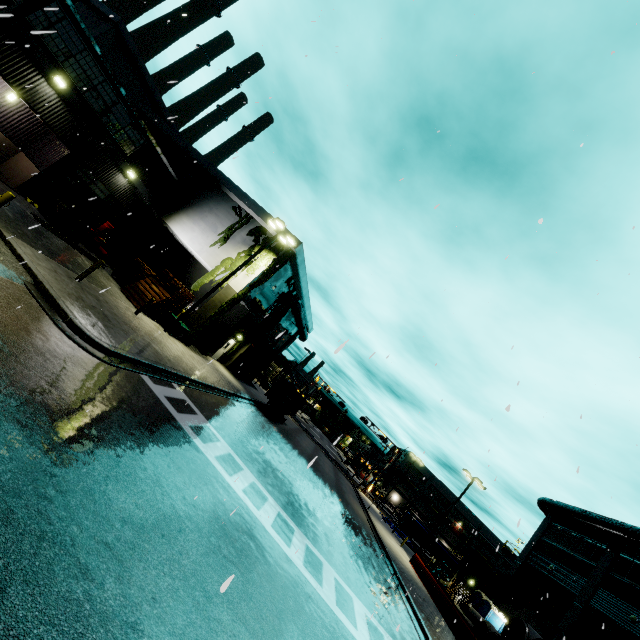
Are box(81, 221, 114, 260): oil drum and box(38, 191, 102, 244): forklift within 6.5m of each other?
yes

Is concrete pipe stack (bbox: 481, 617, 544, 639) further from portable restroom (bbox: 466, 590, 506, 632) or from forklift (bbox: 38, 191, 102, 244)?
portable restroom (bbox: 466, 590, 506, 632)

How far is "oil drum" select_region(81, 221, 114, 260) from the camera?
20.8m

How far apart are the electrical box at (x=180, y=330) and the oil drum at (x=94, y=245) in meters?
6.3

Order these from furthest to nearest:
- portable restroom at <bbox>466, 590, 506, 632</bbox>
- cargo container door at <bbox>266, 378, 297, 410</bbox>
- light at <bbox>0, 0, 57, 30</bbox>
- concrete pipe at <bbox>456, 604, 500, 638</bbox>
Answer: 1. cargo container door at <bbox>266, 378, 297, 410</bbox>
2. portable restroom at <bbox>466, 590, 506, 632</bbox>
3. concrete pipe at <bbox>456, 604, 500, 638</bbox>
4. light at <bbox>0, 0, 57, 30</bbox>

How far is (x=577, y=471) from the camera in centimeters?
279cm

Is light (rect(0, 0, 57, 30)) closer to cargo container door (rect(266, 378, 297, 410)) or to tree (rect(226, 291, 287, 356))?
tree (rect(226, 291, 287, 356))

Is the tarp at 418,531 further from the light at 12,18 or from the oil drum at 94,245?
the light at 12,18
